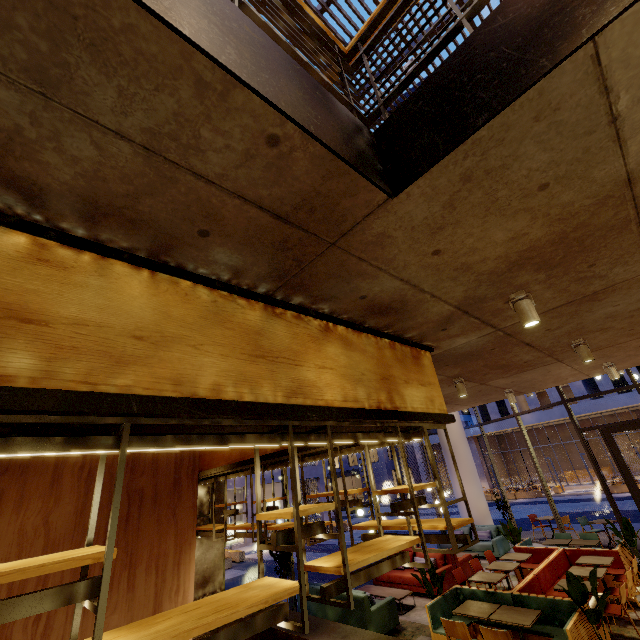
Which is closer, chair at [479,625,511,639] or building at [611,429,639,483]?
chair at [479,625,511,639]

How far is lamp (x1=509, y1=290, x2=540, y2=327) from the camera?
3.1 meters

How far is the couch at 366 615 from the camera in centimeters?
678cm

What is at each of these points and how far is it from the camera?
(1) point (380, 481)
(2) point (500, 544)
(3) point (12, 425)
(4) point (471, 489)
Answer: (1) building, 44.44m
(2) couch, 11.28m
(3) bar shelf, 1.60m
(4) column, 13.54m

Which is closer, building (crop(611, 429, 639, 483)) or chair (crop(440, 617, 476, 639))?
chair (crop(440, 617, 476, 639))

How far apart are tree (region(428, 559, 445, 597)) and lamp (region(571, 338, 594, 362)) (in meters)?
5.15

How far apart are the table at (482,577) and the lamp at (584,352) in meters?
5.8

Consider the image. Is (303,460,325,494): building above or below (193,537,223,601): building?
above
